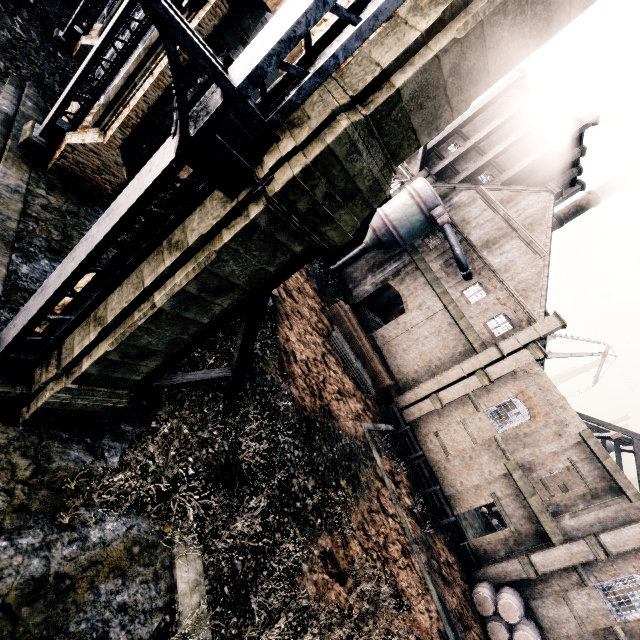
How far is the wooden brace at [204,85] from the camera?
14.70m

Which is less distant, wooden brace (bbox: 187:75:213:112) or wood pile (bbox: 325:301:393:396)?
wooden brace (bbox: 187:75:213:112)

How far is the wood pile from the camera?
27.39m

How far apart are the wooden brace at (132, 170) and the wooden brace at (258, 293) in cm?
1169

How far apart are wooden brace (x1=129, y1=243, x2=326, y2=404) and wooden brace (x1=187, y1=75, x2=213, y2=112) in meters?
11.7 m

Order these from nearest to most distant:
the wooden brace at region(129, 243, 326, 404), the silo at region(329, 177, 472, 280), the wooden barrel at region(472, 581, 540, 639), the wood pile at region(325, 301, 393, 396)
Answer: the wooden brace at region(129, 243, 326, 404), the wooden barrel at region(472, 581, 540, 639), the wood pile at region(325, 301, 393, 396), the silo at region(329, 177, 472, 280)

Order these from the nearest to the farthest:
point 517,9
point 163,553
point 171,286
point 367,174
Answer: point 517,9 → point 367,174 → point 171,286 → point 163,553

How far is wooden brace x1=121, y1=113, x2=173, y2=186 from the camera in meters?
15.7
